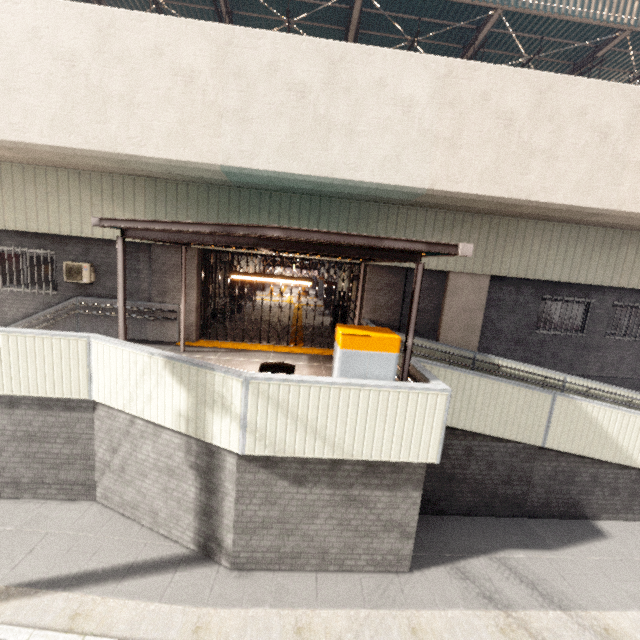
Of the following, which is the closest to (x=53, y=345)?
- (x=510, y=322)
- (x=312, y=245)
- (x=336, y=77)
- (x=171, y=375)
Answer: (x=171, y=375)

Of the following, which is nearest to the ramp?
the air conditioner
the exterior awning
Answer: the exterior awning

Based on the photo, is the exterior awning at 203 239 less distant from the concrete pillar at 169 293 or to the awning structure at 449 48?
the concrete pillar at 169 293

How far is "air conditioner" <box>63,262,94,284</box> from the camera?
9.5m

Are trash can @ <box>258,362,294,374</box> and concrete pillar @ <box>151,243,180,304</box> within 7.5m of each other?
yes

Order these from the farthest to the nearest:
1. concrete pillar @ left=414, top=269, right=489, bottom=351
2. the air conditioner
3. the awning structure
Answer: the awning structure, concrete pillar @ left=414, top=269, right=489, bottom=351, the air conditioner

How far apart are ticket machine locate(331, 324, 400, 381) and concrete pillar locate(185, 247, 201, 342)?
6.3 meters

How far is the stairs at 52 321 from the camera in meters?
9.6
